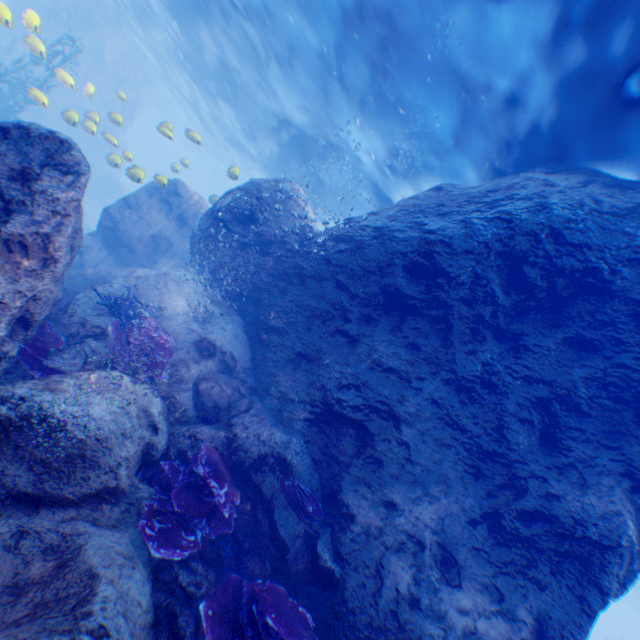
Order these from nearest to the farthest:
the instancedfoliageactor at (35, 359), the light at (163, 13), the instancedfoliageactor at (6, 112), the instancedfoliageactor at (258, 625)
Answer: the instancedfoliageactor at (258, 625) → the instancedfoliageactor at (35, 359) → the light at (163, 13) → the instancedfoliageactor at (6, 112)

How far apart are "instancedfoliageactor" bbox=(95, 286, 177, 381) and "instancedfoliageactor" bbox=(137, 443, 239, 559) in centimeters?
134cm

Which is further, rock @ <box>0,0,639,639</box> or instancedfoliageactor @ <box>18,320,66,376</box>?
instancedfoliageactor @ <box>18,320,66,376</box>

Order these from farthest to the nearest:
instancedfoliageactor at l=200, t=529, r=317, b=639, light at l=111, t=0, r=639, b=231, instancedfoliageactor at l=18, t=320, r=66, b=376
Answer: light at l=111, t=0, r=639, b=231 < instancedfoliageactor at l=18, t=320, r=66, b=376 < instancedfoliageactor at l=200, t=529, r=317, b=639

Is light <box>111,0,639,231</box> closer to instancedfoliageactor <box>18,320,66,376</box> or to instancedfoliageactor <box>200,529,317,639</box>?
instancedfoliageactor <box>200,529,317,639</box>

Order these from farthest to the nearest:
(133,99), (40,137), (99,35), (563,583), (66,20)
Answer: (133,99), (99,35), (66,20), (563,583), (40,137)

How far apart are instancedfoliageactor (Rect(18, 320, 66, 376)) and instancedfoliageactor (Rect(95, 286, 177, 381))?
0.7m

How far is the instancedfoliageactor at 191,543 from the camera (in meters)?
4.04
